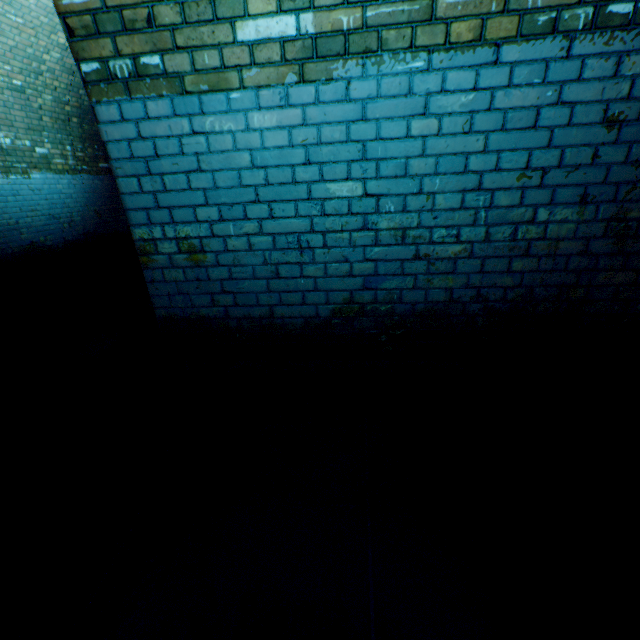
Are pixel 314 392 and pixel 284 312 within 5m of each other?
yes
